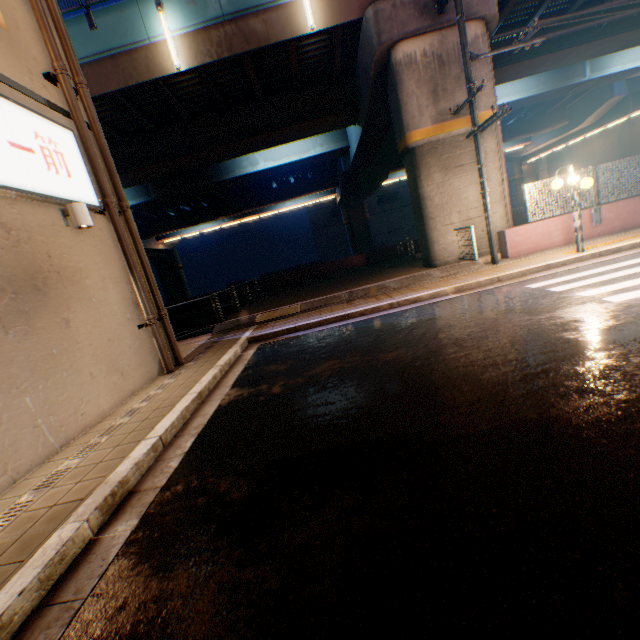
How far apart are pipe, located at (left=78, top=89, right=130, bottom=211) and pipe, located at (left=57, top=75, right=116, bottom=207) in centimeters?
27cm

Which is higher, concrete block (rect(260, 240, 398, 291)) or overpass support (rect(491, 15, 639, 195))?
overpass support (rect(491, 15, 639, 195))

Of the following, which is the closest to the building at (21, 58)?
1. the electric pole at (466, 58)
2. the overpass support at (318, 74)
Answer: the overpass support at (318, 74)

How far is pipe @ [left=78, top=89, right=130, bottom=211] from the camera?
6.8 meters

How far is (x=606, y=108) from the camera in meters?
27.1

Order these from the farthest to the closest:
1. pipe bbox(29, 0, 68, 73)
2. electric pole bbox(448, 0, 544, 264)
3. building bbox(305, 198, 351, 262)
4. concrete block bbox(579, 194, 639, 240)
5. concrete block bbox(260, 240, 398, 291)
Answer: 1. building bbox(305, 198, 351, 262)
2. concrete block bbox(260, 240, 398, 291)
3. concrete block bbox(579, 194, 639, 240)
4. electric pole bbox(448, 0, 544, 264)
5. pipe bbox(29, 0, 68, 73)

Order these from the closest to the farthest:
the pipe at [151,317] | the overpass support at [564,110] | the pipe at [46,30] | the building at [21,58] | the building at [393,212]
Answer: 1. the building at [21,58]
2. the pipe at [46,30]
3. the pipe at [151,317]
4. the overpass support at [564,110]
5. the building at [393,212]

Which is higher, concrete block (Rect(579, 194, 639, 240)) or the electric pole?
the electric pole
